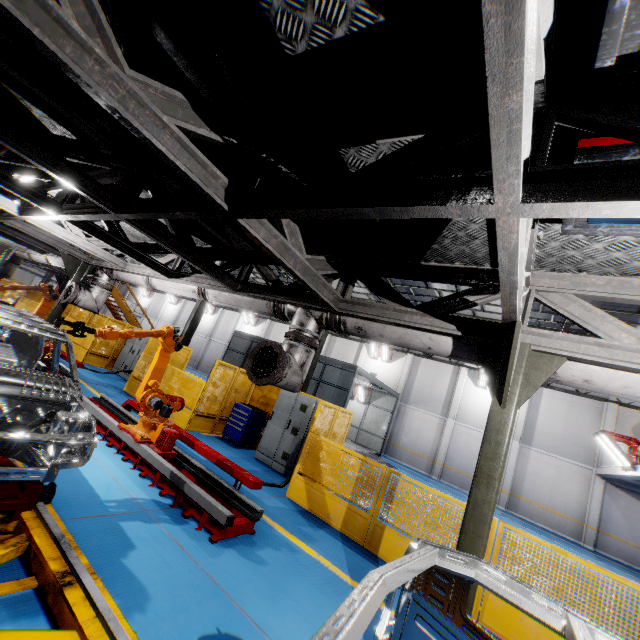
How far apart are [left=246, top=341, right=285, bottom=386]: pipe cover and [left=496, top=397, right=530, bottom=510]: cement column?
21.7 meters

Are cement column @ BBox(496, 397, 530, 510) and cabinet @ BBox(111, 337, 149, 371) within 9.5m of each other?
no

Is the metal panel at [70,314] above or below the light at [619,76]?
below

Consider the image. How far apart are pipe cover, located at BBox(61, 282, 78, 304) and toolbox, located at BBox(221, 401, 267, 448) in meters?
5.2 m

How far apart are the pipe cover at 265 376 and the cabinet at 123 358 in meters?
11.8 m

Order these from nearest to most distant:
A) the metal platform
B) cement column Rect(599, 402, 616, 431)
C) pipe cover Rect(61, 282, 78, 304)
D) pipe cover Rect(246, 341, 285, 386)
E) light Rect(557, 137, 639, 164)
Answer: light Rect(557, 137, 639, 164), pipe cover Rect(246, 341, 285, 386), the metal platform, pipe cover Rect(61, 282, 78, 304), cement column Rect(599, 402, 616, 431)

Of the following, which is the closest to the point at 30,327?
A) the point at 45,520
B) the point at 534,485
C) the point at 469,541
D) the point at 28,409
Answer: the point at 28,409

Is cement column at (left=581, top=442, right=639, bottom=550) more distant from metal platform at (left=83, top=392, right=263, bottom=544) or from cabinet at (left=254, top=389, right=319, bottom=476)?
metal platform at (left=83, top=392, right=263, bottom=544)
